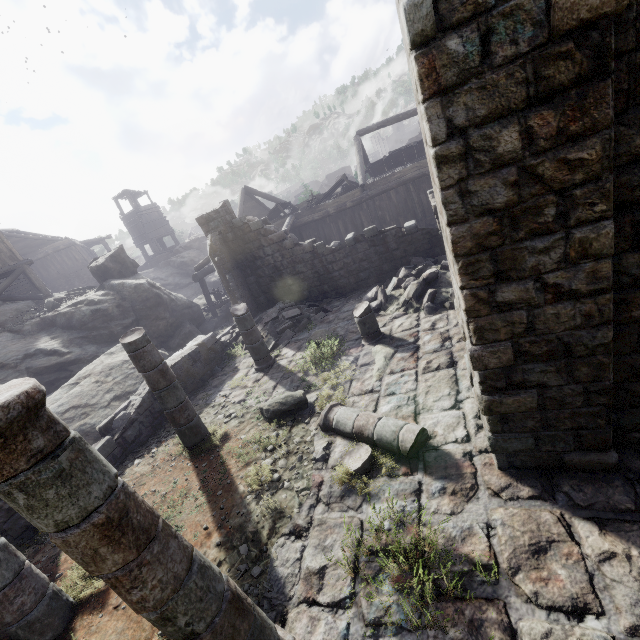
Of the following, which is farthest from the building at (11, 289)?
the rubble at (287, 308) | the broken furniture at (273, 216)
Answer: the broken furniture at (273, 216)

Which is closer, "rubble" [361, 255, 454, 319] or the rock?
"rubble" [361, 255, 454, 319]

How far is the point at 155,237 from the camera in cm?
4066

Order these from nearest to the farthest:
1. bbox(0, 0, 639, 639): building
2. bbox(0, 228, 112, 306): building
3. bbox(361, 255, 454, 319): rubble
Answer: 1. bbox(0, 0, 639, 639): building
2. bbox(361, 255, 454, 319): rubble
3. bbox(0, 228, 112, 306): building

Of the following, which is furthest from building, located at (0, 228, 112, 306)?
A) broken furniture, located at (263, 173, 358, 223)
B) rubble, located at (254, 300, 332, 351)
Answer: broken furniture, located at (263, 173, 358, 223)

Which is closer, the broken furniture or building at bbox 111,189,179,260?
the broken furniture

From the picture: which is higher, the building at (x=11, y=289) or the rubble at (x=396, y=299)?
the building at (x=11, y=289)

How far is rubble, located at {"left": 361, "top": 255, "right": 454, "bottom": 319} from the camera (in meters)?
9.66
